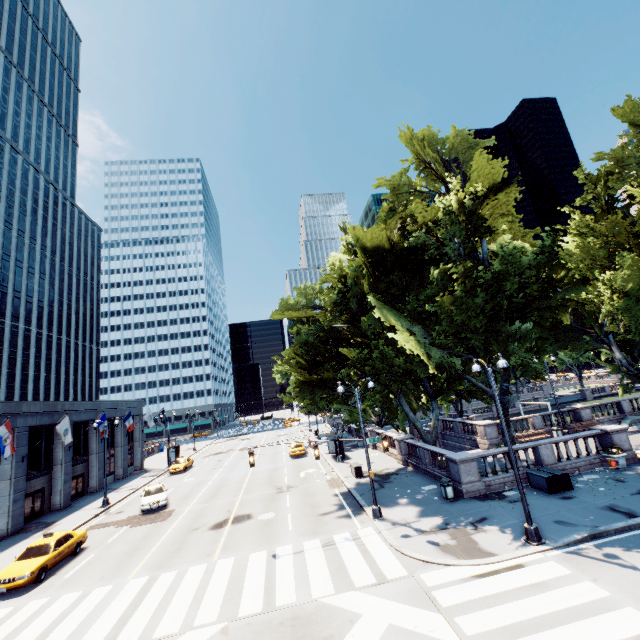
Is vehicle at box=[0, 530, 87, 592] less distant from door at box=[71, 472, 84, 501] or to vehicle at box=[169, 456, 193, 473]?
door at box=[71, 472, 84, 501]

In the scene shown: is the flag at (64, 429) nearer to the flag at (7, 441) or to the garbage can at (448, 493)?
the flag at (7, 441)

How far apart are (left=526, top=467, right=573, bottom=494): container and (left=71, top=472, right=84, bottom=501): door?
40.17m

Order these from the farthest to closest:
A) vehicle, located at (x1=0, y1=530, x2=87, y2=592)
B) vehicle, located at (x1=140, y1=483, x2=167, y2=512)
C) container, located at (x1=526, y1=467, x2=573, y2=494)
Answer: vehicle, located at (x1=140, y1=483, x2=167, y2=512) → container, located at (x1=526, y1=467, x2=573, y2=494) → vehicle, located at (x1=0, y1=530, x2=87, y2=592)

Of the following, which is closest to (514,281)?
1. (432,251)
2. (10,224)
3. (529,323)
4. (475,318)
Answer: (475,318)

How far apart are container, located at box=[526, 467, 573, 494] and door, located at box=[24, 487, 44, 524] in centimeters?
3756cm

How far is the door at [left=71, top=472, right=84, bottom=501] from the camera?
32.7 meters

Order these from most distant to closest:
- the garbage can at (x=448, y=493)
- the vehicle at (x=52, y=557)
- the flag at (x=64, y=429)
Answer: the flag at (x=64, y=429), the garbage can at (x=448, y=493), the vehicle at (x=52, y=557)
